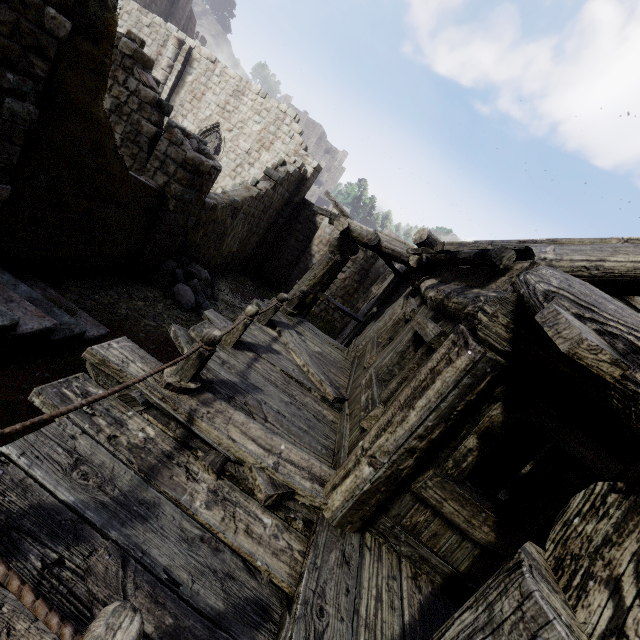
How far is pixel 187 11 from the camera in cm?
2766

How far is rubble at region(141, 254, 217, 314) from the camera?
10.8 meters

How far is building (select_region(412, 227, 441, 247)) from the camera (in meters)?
7.28

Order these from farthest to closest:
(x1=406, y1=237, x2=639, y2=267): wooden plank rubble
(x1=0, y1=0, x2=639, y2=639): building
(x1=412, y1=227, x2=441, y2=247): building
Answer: (x1=412, y1=227, x2=441, y2=247): building < (x1=406, y1=237, x2=639, y2=267): wooden plank rubble < (x1=0, y1=0, x2=639, y2=639): building

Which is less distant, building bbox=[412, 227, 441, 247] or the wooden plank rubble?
the wooden plank rubble

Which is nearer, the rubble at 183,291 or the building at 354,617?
the building at 354,617

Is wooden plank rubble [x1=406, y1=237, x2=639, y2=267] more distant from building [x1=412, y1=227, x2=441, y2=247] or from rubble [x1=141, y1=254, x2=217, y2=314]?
rubble [x1=141, y1=254, x2=217, y2=314]

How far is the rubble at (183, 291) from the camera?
10.8 meters
